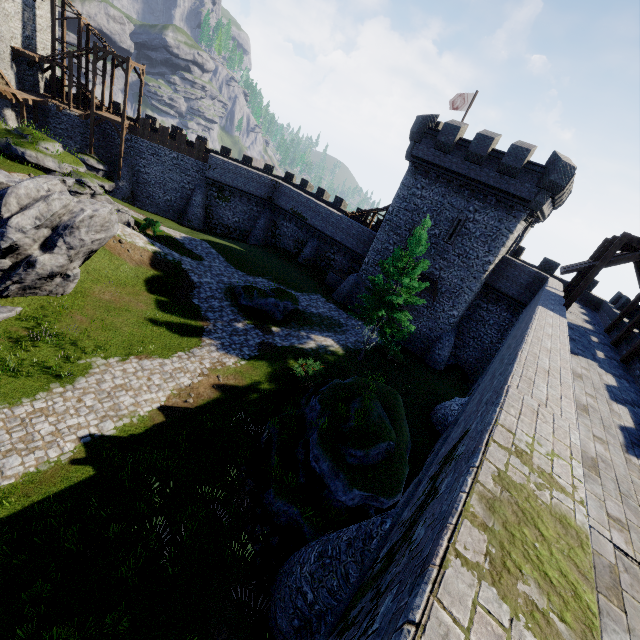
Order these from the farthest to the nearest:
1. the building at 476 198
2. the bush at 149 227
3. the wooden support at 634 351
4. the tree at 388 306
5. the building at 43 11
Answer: the building at 43 11, the bush at 149 227, the building at 476 198, the tree at 388 306, the wooden support at 634 351

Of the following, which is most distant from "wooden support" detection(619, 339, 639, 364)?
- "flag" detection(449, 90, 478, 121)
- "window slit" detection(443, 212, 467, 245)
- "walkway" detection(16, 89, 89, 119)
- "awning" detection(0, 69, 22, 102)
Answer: "walkway" detection(16, 89, 89, 119)

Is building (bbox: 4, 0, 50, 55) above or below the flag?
below

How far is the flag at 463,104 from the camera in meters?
28.0

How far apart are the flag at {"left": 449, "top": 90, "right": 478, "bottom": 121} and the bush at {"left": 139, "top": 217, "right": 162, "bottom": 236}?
27.9 meters

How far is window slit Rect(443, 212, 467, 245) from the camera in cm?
2477

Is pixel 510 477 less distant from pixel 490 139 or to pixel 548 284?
pixel 548 284

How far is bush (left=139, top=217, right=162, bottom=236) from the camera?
27.7m
